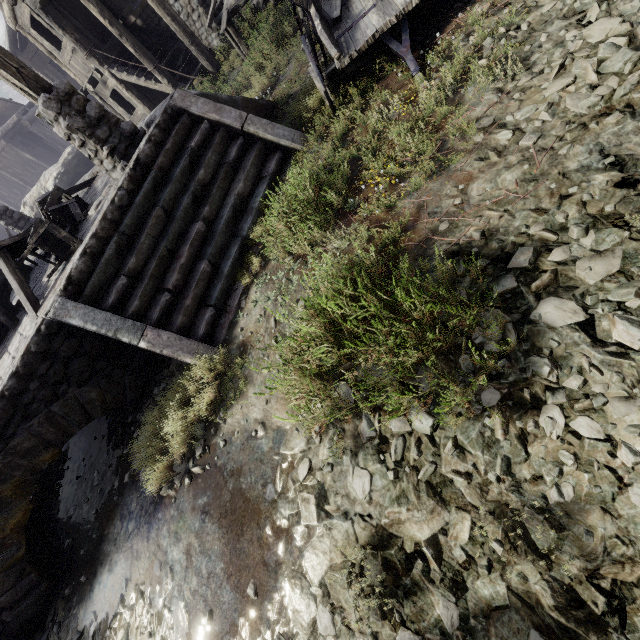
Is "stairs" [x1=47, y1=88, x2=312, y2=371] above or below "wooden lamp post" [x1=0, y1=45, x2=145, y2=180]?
below

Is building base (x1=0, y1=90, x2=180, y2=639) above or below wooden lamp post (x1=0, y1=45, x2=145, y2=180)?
below

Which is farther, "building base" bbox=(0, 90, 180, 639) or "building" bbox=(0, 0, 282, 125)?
"building" bbox=(0, 0, 282, 125)

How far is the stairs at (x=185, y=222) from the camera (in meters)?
4.15

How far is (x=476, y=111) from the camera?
3.2 meters

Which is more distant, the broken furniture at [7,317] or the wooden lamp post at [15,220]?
the wooden lamp post at [15,220]

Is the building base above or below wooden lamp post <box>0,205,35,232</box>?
below

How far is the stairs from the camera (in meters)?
4.15
